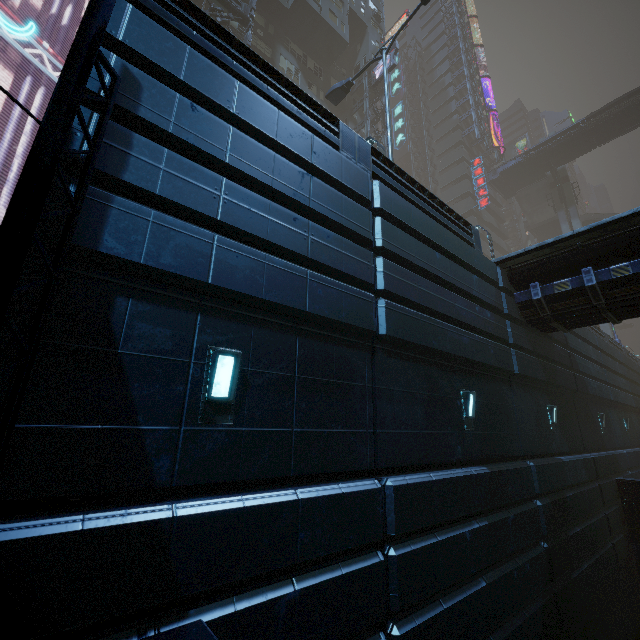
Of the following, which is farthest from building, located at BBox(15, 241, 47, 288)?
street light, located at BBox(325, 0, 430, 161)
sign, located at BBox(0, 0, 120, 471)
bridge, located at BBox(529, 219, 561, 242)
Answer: → street light, located at BBox(325, 0, 430, 161)

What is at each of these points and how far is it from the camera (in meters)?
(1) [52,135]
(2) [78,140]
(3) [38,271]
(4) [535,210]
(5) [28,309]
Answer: (1) sign, 2.85
(2) building, 3.38
(3) building, 3.08
(4) stairs, 50.06
(5) building, 2.97

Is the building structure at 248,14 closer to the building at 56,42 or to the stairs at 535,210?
the building at 56,42

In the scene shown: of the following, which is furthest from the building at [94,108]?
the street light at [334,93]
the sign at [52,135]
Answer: the street light at [334,93]

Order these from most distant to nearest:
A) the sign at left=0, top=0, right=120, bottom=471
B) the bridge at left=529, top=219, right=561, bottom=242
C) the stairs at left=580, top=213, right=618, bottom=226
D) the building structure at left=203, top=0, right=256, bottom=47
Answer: the bridge at left=529, top=219, right=561, bottom=242, the stairs at left=580, top=213, right=618, bottom=226, the building structure at left=203, top=0, right=256, bottom=47, the sign at left=0, top=0, right=120, bottom=471

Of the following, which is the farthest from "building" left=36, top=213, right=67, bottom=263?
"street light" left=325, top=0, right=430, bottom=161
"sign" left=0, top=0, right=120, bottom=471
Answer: "street light" left=325, top=0, right=430, bottom=161

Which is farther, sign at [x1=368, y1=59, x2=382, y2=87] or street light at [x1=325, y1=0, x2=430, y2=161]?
sign at [x1=368, y1=59, x2=382, y2=87]

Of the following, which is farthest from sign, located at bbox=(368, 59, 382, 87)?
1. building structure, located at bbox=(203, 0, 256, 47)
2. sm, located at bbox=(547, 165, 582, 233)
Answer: sm, located at bbox=(547, 165, 582, 233)
